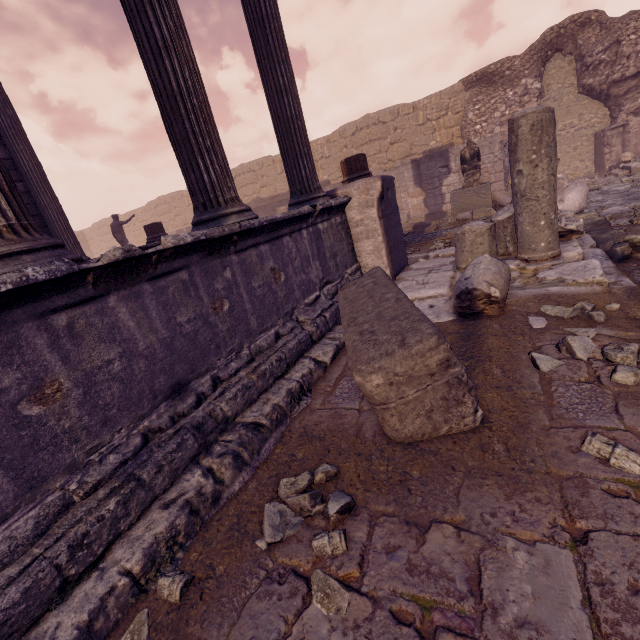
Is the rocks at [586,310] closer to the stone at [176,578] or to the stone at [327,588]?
the stone at [327,588]

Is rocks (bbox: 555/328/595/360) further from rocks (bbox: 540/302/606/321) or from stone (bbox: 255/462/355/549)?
stone (bbox: 255/462/355/549)

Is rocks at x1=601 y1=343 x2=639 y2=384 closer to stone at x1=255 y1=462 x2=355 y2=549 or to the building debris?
the building debris

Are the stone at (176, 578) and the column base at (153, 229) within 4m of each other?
no

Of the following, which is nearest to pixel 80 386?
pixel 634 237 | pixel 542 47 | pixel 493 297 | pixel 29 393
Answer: pixel 29 393

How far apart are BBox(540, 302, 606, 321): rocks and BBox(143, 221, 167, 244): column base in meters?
9.5 m

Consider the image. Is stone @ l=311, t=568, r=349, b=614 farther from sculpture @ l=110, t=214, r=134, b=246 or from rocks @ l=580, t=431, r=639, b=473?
sculpture @ l=110, t=214, r=134, b=246

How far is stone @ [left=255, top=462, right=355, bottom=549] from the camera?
1.57m
